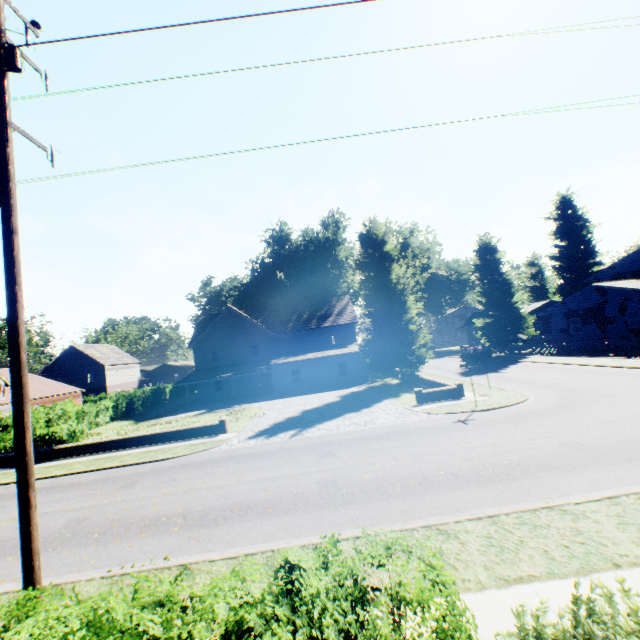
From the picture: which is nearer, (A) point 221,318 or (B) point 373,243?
(B) point 373,243

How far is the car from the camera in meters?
38.5

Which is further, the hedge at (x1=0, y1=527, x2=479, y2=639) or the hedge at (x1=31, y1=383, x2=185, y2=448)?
the hedge at (x1=31, y1=383, x2=185, y2=448)

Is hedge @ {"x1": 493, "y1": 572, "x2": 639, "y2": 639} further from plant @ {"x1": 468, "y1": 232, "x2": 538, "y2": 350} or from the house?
the house

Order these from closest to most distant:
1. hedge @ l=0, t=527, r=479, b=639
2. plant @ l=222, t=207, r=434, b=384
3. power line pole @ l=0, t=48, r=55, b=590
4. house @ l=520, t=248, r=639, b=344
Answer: hedge @ l=0, t=527, r=479, b=639
power line pole @ l=0, t=48, r=55, b=590
plant @ l=222, t=207, r=434, b=384
house @ l=520, t=248, r=639, b=344

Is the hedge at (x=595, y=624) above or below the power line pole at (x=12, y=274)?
A: below

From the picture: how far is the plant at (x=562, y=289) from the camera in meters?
54.2

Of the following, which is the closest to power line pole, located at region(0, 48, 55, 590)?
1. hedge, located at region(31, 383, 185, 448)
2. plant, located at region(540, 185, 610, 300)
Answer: hedge, located at region(31, 383, 185, 448)
